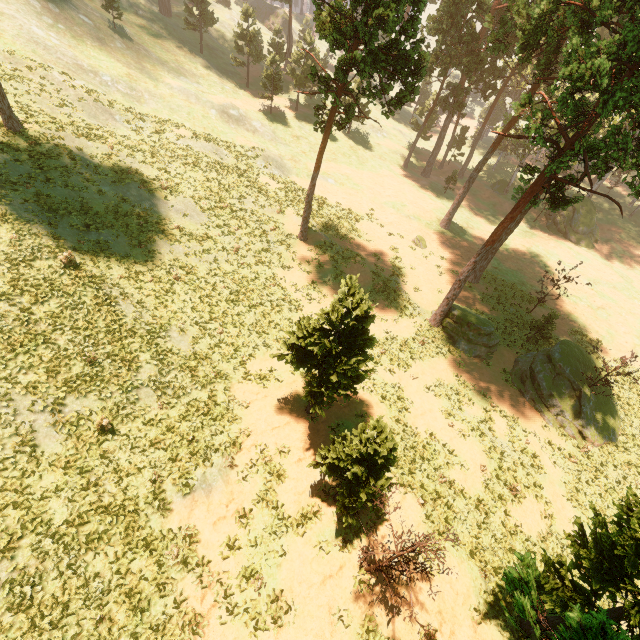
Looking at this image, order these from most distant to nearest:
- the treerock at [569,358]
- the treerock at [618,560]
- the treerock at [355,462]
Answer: the treerock at [569,358], the treerock at [355,462], the treerock at [618,560]

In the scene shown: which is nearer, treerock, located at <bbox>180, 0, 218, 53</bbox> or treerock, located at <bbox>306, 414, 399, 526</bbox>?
treerock, located at <bbox>306, 414, 399, 526</bbox>

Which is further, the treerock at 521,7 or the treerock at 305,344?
the treerock at 521,7

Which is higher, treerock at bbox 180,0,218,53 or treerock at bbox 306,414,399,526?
treerock at bbox 180,0,218,53

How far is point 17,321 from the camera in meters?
14.7 m

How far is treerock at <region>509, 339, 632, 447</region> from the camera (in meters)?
22.12
